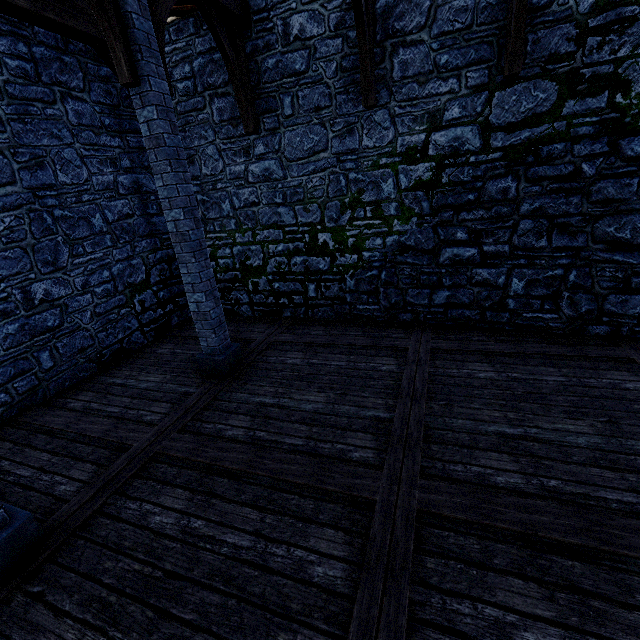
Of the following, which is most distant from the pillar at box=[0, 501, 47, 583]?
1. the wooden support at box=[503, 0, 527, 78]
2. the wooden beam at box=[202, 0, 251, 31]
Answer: the wooden support at box=[503, 0, 527, 78]

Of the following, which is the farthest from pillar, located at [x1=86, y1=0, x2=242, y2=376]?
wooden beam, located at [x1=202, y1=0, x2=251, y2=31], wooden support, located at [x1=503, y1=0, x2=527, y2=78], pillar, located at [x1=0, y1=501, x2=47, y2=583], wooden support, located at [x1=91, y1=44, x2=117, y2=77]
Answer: wooden support, located at [x1=503, y1=0, x2=527, y2=78]

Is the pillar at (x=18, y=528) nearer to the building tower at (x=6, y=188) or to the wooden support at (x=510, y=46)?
the building tower at (x=6, y=188)

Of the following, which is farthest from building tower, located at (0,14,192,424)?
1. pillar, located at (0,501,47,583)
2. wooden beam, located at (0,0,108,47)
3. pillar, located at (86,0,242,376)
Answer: pillar, located at (0,501,47,583)

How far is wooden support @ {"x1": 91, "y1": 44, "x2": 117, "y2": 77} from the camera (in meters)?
5.46

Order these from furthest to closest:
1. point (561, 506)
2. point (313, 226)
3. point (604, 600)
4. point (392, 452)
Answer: point (313, 226)
point (392, 452)
point (561, 506)
point (604, 600)

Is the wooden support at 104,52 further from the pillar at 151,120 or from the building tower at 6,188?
the pillar at 151,120

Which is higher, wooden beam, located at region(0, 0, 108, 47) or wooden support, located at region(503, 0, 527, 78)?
wooden beam, located at region(0, 0, 108, 47)
